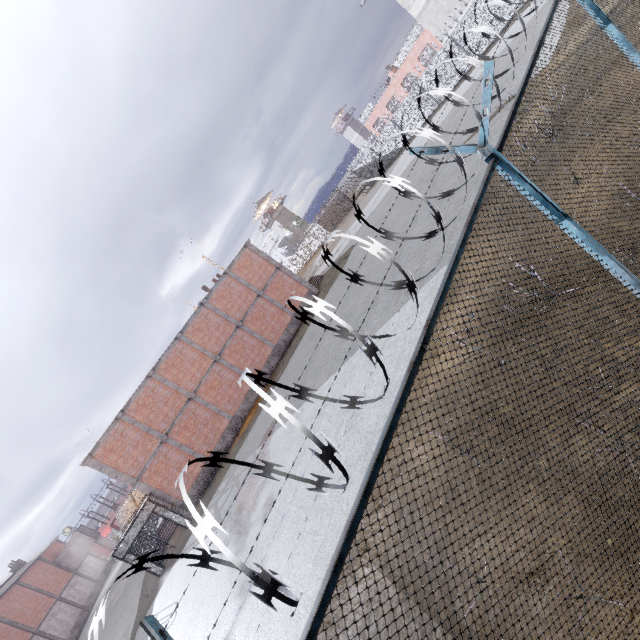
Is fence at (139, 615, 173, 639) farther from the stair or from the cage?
the stair

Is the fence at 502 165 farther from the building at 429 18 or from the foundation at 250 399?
the foundation at 250 399

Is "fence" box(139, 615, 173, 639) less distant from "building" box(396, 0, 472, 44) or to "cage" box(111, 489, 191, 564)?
"cage" box(111, 489, 191, 564)

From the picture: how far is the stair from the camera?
21.7 meters

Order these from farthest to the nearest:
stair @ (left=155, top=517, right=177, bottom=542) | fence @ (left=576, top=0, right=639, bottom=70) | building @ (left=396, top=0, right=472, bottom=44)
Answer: building @ (left=396, top=0, right=472, bottom=44), stair @ (left=155, top=517, right=177, bottom=542), fence @ (left=576, top=0, right=639, bottom=70)

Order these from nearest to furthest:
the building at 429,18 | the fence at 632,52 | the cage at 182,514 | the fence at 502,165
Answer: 1. the fence at 502,165
2. the fence at 632,52
3. the cage at 182,514
4. the building at 429,18

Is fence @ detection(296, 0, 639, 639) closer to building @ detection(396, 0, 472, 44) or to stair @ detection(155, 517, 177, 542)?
building @ detection(396, 0, 472, 44)

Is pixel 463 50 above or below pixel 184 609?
above
